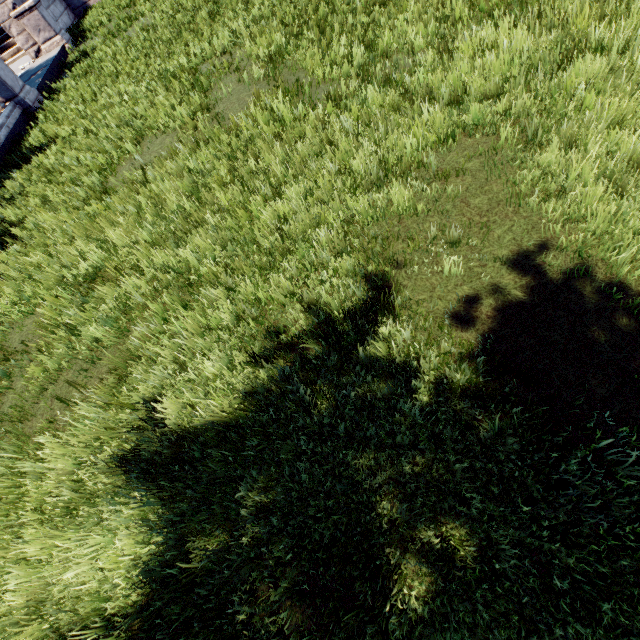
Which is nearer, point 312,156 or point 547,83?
point 547,83
